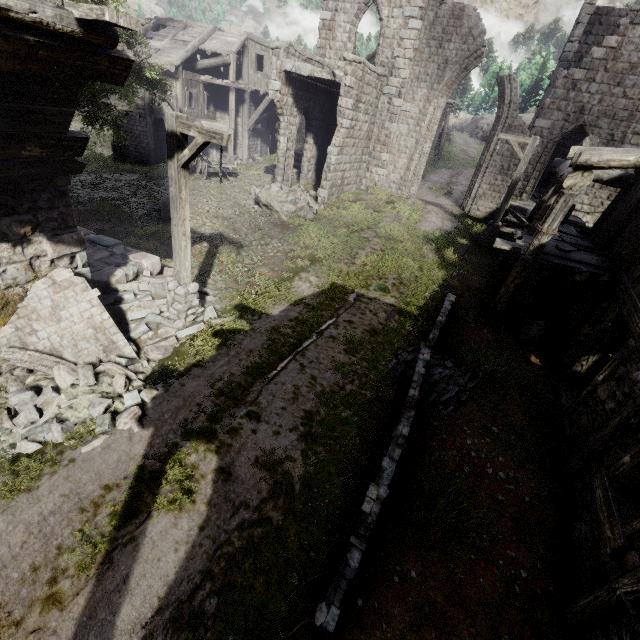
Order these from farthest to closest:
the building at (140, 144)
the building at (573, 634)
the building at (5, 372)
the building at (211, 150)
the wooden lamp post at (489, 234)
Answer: the building at (211, 150) < the building at (140, 144) < the wooden lamp post at (489, 234) < the building at (5, 372) < the building at (573, 634)

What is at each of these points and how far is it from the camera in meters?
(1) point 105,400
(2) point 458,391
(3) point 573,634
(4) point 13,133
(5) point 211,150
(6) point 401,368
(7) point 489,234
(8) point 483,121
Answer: (1) rubble, 6.0
(2) rubble, 7.8
(3) building, 4.3
(4) wooden plank rubble, 4.4
(5) building, 27.0
(6) rubble, 8.0
(7) wooden lamp post, 15.2
(8) rock, 57.6

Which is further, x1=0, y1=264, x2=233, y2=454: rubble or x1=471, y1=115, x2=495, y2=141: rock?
x1=471, y1=115, x2=495, y2=141: rock

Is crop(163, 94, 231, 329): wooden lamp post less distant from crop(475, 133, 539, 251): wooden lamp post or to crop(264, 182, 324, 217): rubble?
crop(264, 182, 324, 217): rubble

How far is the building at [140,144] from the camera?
21.9m

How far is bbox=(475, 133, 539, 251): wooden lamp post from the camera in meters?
13.3

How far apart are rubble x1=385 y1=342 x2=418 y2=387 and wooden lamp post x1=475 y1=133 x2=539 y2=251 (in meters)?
8.72

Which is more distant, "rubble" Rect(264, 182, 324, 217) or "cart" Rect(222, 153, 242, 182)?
"cart" Rect(222, 153, 242, 182)
